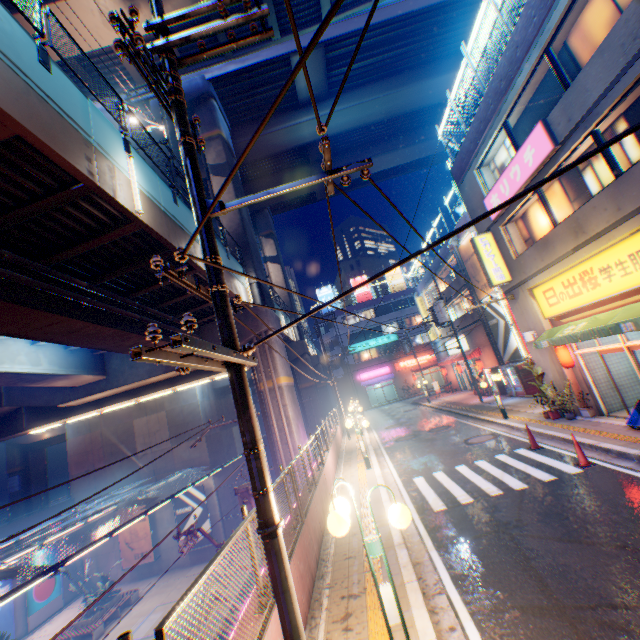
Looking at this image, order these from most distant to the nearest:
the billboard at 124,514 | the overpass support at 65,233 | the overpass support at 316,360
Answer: the overpass support at 316,360, the billboard at 124,514, the overpass support at 65,233

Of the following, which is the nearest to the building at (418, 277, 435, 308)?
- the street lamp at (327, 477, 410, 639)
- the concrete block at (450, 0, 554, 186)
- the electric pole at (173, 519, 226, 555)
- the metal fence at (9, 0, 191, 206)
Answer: the metal fence at (9, 0, 191, 206)

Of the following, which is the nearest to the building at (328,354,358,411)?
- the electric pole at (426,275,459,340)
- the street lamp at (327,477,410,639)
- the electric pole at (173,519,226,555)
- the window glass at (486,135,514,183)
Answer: the electric pole at (426,275,459,340)

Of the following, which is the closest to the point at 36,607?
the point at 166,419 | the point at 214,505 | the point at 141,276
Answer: the point at 214,505

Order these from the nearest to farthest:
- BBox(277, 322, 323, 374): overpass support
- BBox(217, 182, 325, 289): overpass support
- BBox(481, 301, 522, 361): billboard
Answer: BBox(217, 182, 325, 289): overpass support < BBox(481, 301, 522, 361): billboard < BBox(277, 322, 323, 374): overpass support

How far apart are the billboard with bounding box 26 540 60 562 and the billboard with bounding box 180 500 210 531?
8.7m

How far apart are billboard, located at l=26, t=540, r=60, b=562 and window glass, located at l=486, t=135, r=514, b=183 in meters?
36.6

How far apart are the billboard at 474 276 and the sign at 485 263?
6.7m
